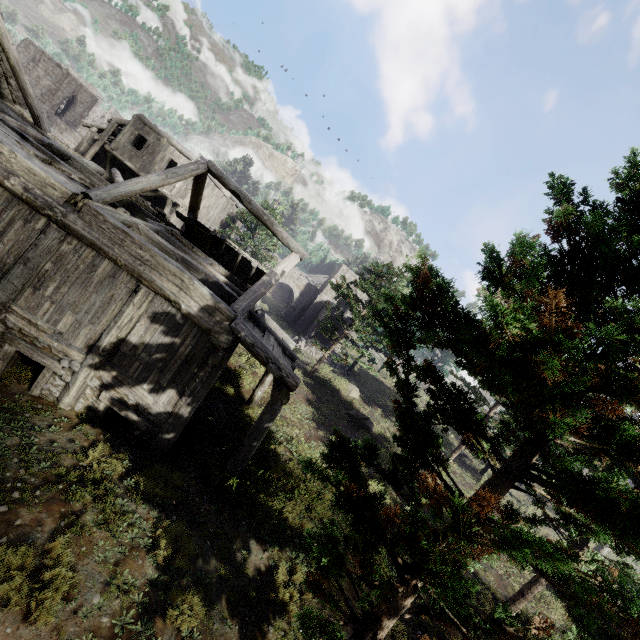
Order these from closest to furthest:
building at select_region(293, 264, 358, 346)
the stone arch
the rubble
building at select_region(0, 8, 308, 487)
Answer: building at select_region(0, 8, 308, 487) < the rubble < building at select_region(293, 264, 358, 346) < the stone arch

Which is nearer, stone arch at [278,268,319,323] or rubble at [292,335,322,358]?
rubble at [292,335,322,358]

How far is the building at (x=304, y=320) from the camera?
34.05m

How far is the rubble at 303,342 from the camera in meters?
27.5

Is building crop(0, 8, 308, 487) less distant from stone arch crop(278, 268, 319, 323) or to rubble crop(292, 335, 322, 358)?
stone arch crop(278, 268, 319, 323)

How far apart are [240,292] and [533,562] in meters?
11.5

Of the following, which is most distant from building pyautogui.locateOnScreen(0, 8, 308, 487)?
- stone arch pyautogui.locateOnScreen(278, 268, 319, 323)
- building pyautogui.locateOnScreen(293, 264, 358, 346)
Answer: building pyautogui.locateOnScreen(293, 264, 358, 346)
